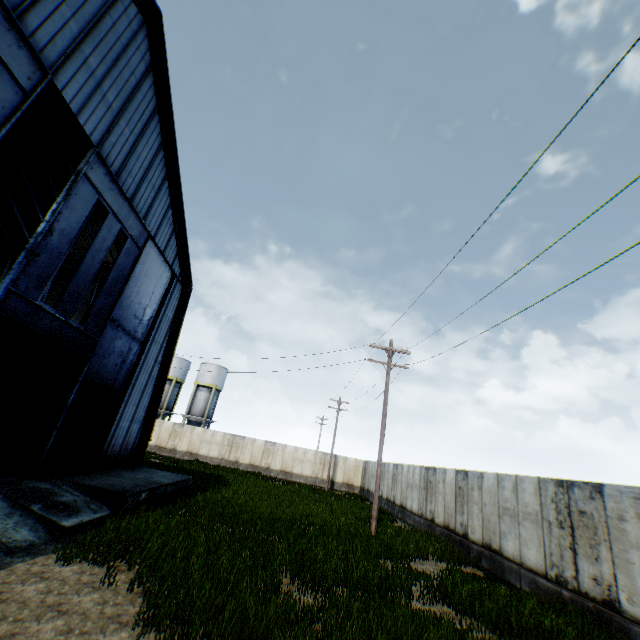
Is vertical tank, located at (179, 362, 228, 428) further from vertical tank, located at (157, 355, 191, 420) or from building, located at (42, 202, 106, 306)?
building, located at (42, 202, 106, 306)

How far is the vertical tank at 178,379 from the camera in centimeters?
4441cm

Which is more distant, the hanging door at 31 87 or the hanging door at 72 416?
the hanging door at 72 416

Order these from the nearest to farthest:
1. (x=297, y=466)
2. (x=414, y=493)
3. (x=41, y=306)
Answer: (x=41, y=306) < (x=414, y=493) < (x=297, y=466)

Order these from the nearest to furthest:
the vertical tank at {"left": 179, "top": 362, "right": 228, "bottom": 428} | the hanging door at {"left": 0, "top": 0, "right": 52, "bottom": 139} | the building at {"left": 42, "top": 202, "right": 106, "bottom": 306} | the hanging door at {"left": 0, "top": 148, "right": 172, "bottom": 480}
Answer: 1. the hanging door at {"left": 0, "top": 0, "right": 52, "bottom": 139}
2. the hanging door at {"left": 0, "top": 148, "right": 172, "bottom": 480}
3. the building at {"left": 42, "top": 202, "right": 106, "bottom": 306}
4. the vertical tank at {"left": 179, "top": 362, "right": 228, "bottom": 428}

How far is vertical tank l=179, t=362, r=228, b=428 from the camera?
44.1m

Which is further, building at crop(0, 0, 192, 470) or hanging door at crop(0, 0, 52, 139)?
building at crop(0, 0, 192, 470)

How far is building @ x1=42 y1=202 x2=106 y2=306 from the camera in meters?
18.4
